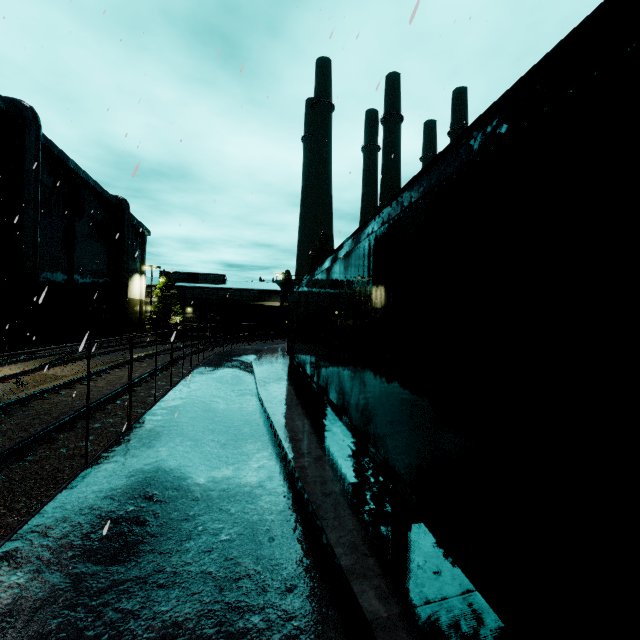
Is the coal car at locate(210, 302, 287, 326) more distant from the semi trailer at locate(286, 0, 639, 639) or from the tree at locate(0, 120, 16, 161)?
the semi trailer at locate(286, 0, 639, 639)

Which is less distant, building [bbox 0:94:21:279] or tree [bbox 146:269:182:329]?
building [bbox 0:94:21:279]

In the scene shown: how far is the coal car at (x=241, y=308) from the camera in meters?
37.8 m

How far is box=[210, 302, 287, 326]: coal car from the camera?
37.8 meters

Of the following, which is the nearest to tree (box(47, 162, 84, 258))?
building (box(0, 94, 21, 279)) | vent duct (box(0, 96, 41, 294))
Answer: building (box(0, 94, 21, 279))

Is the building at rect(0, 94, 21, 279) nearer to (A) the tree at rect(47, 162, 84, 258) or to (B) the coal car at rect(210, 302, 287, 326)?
(A) the tree at rect(47, 162, 84, 258)

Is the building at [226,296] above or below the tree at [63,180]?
below

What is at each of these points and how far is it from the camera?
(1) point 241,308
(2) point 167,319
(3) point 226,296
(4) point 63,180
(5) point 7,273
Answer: (1) coal car, 39.28m
(2) tree, 48.44m
(3) building, 54.59m
(4) tree, 27.72m
(5) building, 21.61m
